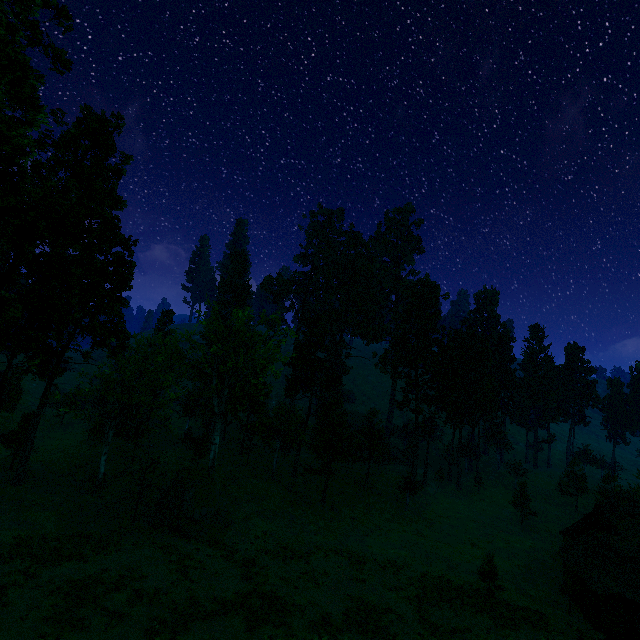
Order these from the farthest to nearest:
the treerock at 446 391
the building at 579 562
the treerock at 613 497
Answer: the treerock at 446 391, the treerock at 613 497, the building at 579 562

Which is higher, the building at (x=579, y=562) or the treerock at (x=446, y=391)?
the treerock at (x=446, y=391)

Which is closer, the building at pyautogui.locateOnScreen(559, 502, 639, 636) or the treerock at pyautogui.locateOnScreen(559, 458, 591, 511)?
the building at pyautogui.locateOnScreen(559, 502, 639, 636)

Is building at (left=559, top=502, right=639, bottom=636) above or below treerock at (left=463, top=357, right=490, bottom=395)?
below

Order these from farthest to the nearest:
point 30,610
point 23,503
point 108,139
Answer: point 108,139 → point 23,503 → point 30,610

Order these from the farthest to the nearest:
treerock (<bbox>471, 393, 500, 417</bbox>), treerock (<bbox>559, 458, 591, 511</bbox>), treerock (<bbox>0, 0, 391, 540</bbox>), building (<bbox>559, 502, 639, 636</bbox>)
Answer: treerock (<bbox>471, 393, 500, 417</bbox>) < treerock (<bbox>559, 458, 591, 511</bbox>) < building (<bbox>559, 502, 639, 636</bbox>) < treerock (<bbox>0, 0, 391, 540</bbox>)
